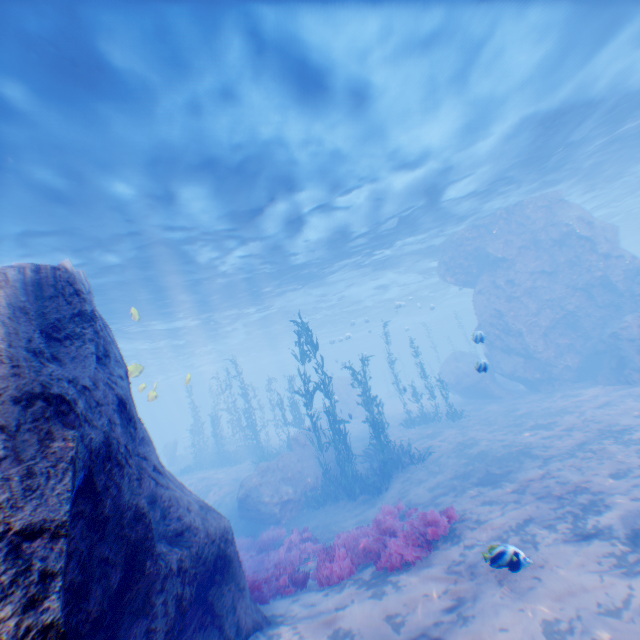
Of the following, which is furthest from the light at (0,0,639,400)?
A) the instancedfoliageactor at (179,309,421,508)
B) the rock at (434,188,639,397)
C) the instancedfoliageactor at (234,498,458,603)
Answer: the instancedfoliageactor at (179,309,421,508)

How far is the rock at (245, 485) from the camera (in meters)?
15.06

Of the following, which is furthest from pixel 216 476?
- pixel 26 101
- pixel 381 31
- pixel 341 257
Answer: pixel 381 31

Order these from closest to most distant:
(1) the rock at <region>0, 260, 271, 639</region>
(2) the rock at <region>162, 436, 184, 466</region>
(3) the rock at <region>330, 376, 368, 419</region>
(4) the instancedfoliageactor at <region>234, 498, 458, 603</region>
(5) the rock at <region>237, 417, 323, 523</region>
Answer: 1. (1) the rock at <region>0, 260, 271, 639</region>
2. (4) the instancedfoliageactor at <region>234, 498, 458, 603</region>
3. (5) the rock at <region>237, 417, 323, 523</region>
4. (3) the rock at <region>330, 376, 368, 419</region>
5. (2) the rock at <region>162, 436, 184, 466</region>

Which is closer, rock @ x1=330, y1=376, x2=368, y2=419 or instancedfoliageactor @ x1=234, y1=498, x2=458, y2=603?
instancedfoliageactor @ x1=234, y1=498, x2=458, y2=603

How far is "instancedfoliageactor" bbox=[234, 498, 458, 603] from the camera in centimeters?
666cm

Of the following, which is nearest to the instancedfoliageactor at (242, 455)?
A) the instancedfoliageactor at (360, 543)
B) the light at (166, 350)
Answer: the instancedfoliageactor at (360, 543)

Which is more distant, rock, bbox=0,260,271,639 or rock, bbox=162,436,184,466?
rock, bbox=162,436,184,466
